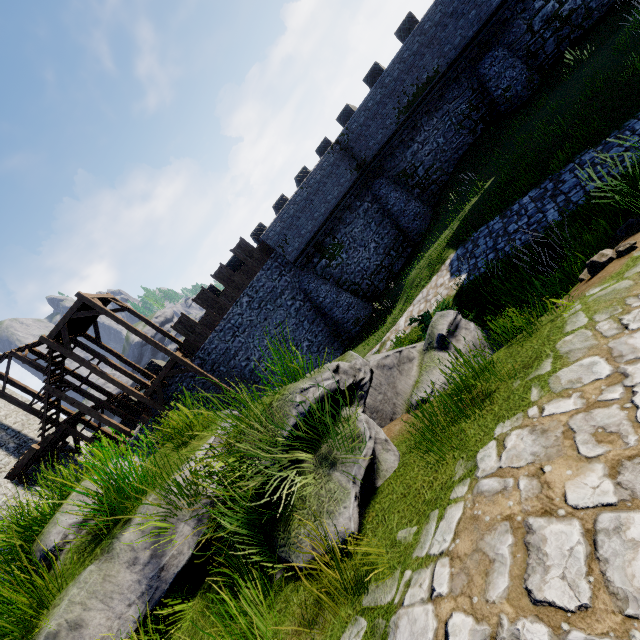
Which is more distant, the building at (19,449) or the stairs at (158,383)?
the stairs at (158,383)

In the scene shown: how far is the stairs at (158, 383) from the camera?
18.7 meters

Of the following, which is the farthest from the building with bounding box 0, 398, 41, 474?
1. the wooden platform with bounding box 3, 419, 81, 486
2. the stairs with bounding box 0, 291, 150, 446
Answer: the stairs with bounding box 0, 291, 150, 446

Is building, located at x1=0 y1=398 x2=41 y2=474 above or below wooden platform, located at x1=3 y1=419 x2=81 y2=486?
above

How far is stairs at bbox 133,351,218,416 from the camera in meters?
18.7 m

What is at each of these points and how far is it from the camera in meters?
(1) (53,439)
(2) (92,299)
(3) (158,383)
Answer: (1) wooden platform, 19.1
(2) stairs, 17.8
(3) stairs, 18.8

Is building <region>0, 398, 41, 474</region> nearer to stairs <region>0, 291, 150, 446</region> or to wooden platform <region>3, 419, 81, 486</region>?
wooden platform <region>3, 419, 81, 486</region>
